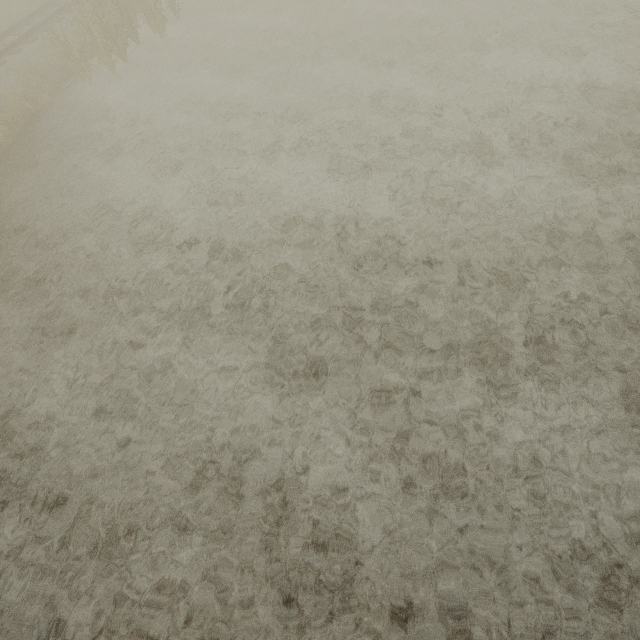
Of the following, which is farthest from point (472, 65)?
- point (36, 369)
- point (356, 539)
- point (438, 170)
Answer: point (36, 369)
